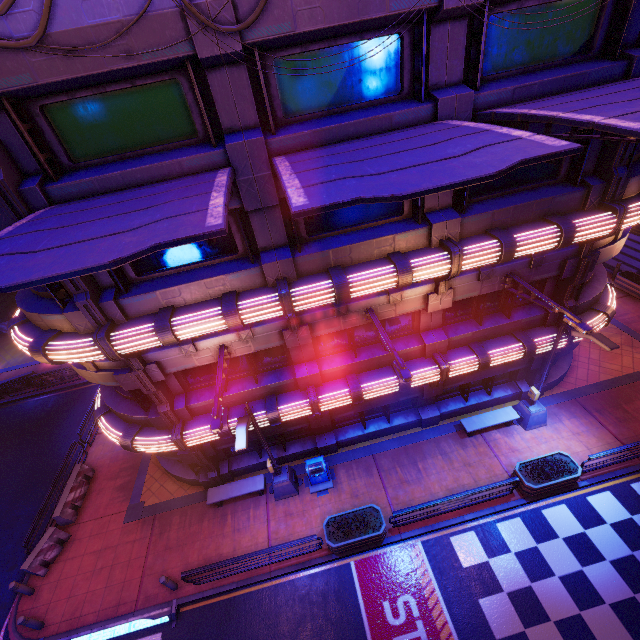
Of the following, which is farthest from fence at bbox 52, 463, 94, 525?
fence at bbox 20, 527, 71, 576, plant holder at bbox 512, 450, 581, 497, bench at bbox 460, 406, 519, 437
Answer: plant holder at bbox 512, 450, 581, 497

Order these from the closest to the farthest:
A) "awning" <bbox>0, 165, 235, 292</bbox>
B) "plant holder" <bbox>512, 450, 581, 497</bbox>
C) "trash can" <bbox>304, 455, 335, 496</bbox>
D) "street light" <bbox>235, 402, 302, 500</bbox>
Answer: "awning" <bbox>0, 165, 235, 292</bbox>
"street light" <bbox>235, 402, 302, 500</bbox>
"plant holder" <bbox>512, 450, 581, 497</bbox>
"trash can" <bbox>304, 455, 335, 496</bbox>

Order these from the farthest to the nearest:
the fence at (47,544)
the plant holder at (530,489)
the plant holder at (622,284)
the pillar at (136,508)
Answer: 1. the plant holder at (622,284)
2. the pillar at (136,508)
3. the fence at (47,544)
4. the plant holder at (530,489)

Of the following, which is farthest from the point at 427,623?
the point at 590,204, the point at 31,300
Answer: the point at 31,300

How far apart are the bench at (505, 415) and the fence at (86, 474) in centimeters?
1792cm

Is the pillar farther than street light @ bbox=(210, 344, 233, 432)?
Yes

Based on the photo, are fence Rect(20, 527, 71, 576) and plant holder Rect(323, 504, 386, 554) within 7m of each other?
no

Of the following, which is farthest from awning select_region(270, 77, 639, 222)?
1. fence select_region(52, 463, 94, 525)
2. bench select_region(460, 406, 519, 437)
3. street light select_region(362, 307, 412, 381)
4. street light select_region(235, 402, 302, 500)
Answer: fence select_region(52, 463, 94, 525)
